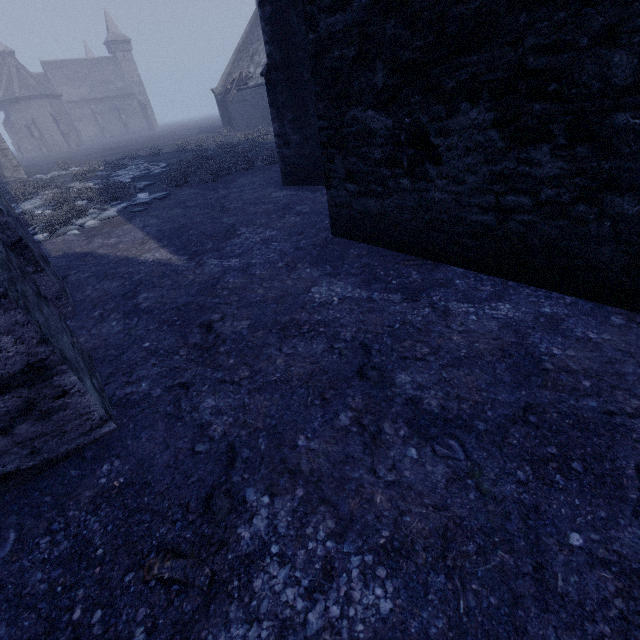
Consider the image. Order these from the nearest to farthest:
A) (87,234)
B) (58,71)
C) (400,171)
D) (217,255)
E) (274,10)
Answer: (400,171)
(217,255)
(274,10)
(87,234)
(58,71)

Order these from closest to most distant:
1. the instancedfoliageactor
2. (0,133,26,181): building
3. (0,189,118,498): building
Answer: (0,189,118,498): building < the instancedfoliageactor < (0,133,26,181): building

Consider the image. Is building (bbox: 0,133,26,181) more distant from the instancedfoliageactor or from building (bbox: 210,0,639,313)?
building (bbox: 210,0,639,313)

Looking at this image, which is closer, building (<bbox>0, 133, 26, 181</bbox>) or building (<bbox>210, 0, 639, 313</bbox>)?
building (<bbox>210, 0, 639, 313</bbox>)

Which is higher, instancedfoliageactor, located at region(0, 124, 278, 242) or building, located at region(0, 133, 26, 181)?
building, located at region(0, 133, 26, 181)

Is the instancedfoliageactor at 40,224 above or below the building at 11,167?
below

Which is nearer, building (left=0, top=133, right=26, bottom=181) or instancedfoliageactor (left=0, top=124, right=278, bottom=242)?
instancedfoliageactor (left=0, top=124, right=278, bottom=242)

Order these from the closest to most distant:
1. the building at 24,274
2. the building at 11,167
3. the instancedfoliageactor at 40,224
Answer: the building at 24,274 < the instancedfoliageactor at 40,224 < the building at 11,167
